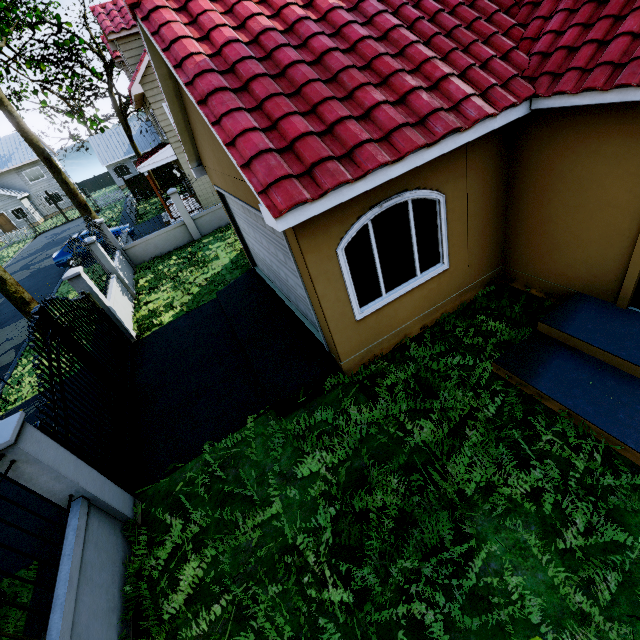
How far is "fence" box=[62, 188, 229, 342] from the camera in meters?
8.8

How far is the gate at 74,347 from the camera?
4.83m

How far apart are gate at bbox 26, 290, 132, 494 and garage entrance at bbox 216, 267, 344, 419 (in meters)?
2.68

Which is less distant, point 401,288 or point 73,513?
point 73,513

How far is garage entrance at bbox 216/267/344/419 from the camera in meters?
5.8

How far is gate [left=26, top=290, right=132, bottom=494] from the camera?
4.8 meters

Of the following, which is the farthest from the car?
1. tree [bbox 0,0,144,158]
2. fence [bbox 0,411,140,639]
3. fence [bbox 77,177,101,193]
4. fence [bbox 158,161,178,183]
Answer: fence [bbox 77,177,101,193]

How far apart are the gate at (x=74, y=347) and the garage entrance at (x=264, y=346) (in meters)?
2.68
